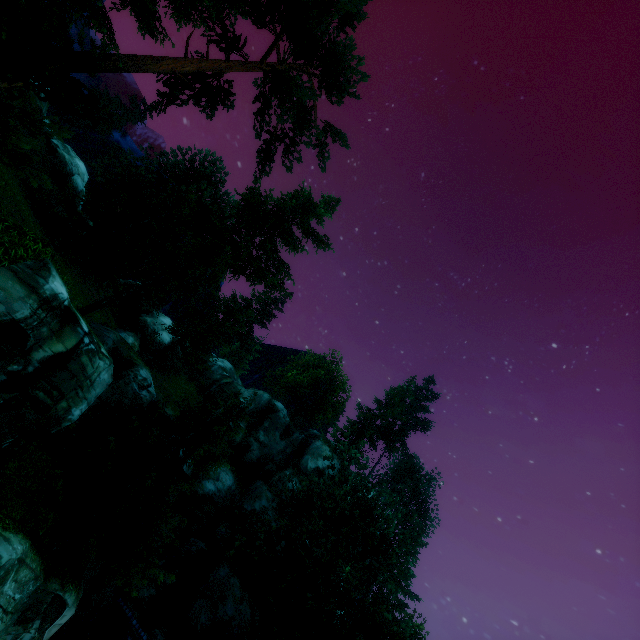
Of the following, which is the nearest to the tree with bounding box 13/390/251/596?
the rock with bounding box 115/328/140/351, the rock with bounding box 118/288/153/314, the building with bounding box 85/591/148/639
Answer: the rock with bounding box 115/328/140/351

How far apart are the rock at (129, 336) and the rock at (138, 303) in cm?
1916

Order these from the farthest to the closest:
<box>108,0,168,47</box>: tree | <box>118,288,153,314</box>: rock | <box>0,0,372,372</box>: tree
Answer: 1. <box>118,288,153,314</box>: rock
2. <box>108,0,168,47</box>: tree
3. <box>0,0,372,372</box>: tree

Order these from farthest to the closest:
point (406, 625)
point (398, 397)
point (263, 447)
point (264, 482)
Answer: point (398, 397) → point (263, 447) → point (264, 482) → point (406, 625)

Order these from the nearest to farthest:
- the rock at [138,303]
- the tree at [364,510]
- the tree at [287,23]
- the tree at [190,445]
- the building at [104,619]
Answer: the tree at [287,23]
the tree at [190,445]
the building at [104,619]
the tree at [364,510]
the rock at [138,303]

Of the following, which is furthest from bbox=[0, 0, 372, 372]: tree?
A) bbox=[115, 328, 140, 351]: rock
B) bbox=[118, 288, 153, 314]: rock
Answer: bbox=[118, 288, 153, 314]: rock

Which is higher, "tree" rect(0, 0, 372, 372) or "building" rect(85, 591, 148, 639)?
"tree" rect(0, 0, 372, 372)

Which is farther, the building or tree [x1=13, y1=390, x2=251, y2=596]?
the building
